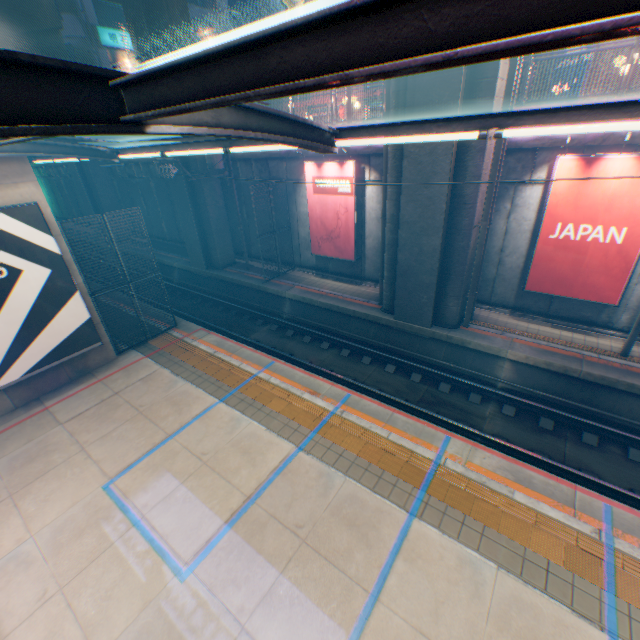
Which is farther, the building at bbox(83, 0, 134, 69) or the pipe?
the building at bbox(83, 0, 134, 69)

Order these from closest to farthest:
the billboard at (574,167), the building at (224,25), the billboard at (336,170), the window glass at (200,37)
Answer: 1. the billboard at (574,167)
2. the billboard at (336,170)
3. the building at (224,25)
4. the window glass at (200,37)

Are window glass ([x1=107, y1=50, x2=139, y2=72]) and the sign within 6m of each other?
yes

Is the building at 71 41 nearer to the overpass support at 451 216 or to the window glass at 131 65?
the window glass at 131 65

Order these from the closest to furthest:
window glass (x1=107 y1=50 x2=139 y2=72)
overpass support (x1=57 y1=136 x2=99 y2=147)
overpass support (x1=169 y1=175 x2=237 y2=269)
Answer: overpass support (x1=169 y1=175 x2=237 y2=269)
overpass support (x1=57 y1=136 x2=99 y2=147)
window glass (x1=107 y1=50 x2=139 y2=72)

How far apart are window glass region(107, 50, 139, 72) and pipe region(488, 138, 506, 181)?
33.3 meters

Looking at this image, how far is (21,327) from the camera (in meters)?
8.62

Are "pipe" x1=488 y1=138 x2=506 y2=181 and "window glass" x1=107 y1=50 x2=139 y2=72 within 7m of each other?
no
